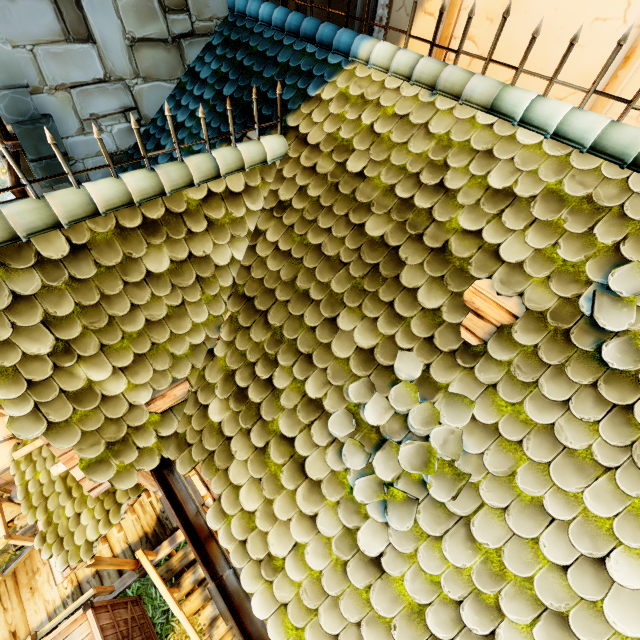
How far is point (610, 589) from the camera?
1.68m

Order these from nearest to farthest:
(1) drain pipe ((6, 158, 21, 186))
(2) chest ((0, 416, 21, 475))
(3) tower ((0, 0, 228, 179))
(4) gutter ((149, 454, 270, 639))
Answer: (4) gutter ((149, 454, 270, 639)) < (3) tower ((0, 0, 228, 179)) < (1) drain pipe ((6, 158, 21, 186)) < (2) chest ((0, 416, 21, 475))

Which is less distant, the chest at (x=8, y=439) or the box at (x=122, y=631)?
the box at (x=122, y=631)

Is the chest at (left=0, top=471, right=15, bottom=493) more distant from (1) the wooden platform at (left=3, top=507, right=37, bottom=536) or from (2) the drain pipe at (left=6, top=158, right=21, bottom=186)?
(2) the drain pipe at (left=6, top=158, right=21, bottom=186)

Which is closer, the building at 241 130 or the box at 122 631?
the building at 241 130

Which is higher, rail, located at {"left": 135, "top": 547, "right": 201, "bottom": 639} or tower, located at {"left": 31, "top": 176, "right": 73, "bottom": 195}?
tower, located at {"left": 31, "top": 176, "right": 73, "bottom": 195}

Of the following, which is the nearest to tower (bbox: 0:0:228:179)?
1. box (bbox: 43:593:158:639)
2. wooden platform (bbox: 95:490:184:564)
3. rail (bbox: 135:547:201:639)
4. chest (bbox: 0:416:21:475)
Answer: wooden platform (bbox: 95:490:184:564)
